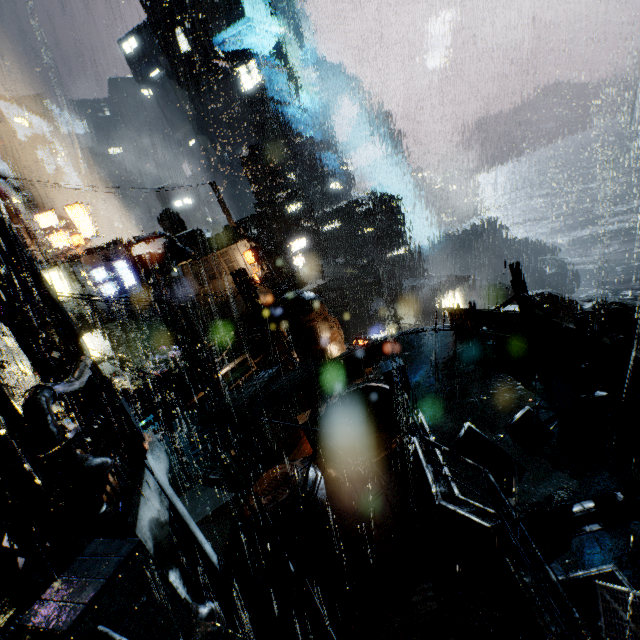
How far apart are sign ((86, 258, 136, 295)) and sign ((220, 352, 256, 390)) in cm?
2140

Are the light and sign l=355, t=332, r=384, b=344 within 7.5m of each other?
no

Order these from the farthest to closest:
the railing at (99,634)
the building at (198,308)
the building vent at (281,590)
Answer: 1. the building at (198,308)
2. the building vent at (281,590)
3. the railing at (99,634)

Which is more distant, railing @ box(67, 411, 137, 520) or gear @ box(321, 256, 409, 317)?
gear @ box(321, 256, 409, 317)

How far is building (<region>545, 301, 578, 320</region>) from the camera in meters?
33.5 m

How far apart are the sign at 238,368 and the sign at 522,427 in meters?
13.3

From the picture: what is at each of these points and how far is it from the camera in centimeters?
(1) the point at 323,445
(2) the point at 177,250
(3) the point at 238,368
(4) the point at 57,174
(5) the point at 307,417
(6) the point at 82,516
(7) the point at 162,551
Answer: (1) building, 1736cm
(2) street light, 1509cm
(3) sign, 1820cm
(4) pipe, 5362cm
(5) building, 1719cm
(6) light, 420cm
(7) building, 672cm

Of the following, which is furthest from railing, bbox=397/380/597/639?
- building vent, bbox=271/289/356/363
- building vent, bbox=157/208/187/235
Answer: building vent, bbox=157/208/187/235
